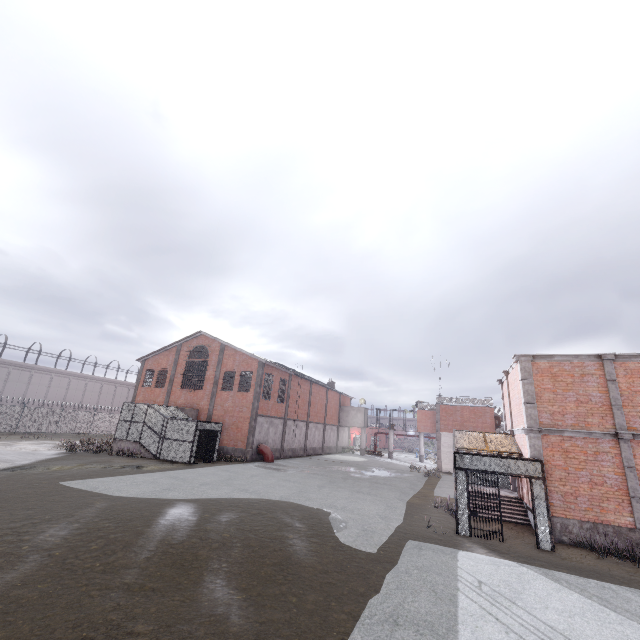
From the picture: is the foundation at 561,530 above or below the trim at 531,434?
below

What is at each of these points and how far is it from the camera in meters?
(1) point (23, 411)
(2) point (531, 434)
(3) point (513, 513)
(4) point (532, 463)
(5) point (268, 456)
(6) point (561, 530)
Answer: (1) fence, 35.5 m
(2) trim, 13.2 m
(3) stair, 14.9 m
(4) cage, 11.9 m
(5) pipe, 29.0 m
(6) foundation, 12.0 m

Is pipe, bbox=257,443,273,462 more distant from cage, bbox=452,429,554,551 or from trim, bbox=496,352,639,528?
trim, bbox=496,352,639,528

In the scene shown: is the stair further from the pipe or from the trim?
the pipe

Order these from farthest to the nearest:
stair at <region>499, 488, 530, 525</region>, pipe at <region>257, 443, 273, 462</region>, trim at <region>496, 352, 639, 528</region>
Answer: pipe at <region>257, 443, 273, 462</region> → stair at <region>499, 488, 530, 525</region> → trim at <region>496, 352, 639, 528</region>

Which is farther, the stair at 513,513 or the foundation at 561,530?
the stair at 513,513

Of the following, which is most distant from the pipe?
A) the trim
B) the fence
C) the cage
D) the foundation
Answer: the fence

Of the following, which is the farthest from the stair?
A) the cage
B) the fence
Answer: the fence
